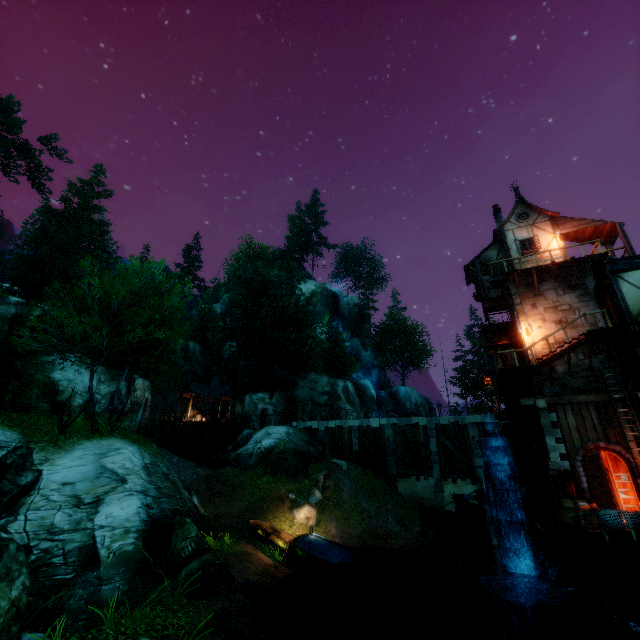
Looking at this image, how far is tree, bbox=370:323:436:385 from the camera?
54.8 meters

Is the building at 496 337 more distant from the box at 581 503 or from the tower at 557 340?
the box at 581 503

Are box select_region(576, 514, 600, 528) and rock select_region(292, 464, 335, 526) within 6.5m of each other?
no

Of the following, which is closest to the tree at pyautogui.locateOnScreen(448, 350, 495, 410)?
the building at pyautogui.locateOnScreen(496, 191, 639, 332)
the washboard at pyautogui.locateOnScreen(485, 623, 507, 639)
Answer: the washboard at pyautogui.locateOnScreen(485, 623, 507, 639)

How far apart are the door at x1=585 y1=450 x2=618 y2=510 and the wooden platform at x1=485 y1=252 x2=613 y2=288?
9.81m

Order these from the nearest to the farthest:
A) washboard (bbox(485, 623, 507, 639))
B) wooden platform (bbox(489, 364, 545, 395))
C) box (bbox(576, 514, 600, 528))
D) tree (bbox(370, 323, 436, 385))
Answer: washboard (bbox(485, 623, 507, 639)) < box (bbox(576, 514, 600, 528)) < wooden platform (bbox(489, 364, 545, 395)) < tree (bbox(370, 323, 436, 385))

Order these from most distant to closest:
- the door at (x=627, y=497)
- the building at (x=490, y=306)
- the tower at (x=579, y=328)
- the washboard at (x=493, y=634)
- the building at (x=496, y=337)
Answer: the building at (x=490, y=306) → the building at (x=496, y=337) → the tower at (x=579, y=328) → the door at (x=627, y=497) → the washboard at (x=493, y=634)

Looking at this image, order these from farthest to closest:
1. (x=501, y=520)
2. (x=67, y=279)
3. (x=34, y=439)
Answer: (x=67, y=279) → (x=501, y=520) → (x=34, y=439)
